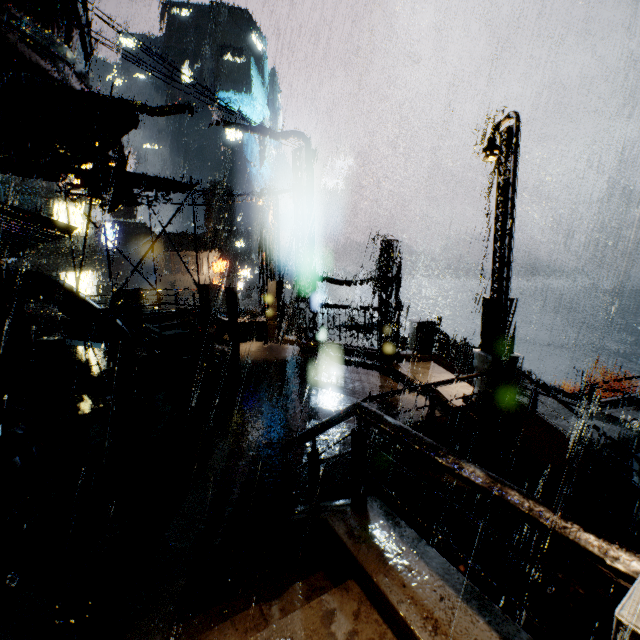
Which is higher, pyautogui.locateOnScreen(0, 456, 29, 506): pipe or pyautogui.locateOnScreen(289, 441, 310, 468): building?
pyautogui.locateOnScreen(0, 456, 29, 506): pipe

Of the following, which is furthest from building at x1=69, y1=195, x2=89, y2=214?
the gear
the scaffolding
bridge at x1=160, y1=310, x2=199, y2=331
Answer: the gear

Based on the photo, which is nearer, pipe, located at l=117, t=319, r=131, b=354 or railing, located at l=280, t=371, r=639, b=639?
railing, located at l=280, t=371, r=639, b=639

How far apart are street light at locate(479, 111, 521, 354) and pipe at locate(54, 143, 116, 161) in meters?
11.5

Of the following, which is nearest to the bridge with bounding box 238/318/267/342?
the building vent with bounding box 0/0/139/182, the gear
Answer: the building vent with bounding box 0/0/139/182

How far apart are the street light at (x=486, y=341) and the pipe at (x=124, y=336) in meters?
11.8

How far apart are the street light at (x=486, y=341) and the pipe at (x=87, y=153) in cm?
1153

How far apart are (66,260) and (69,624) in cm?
3072
